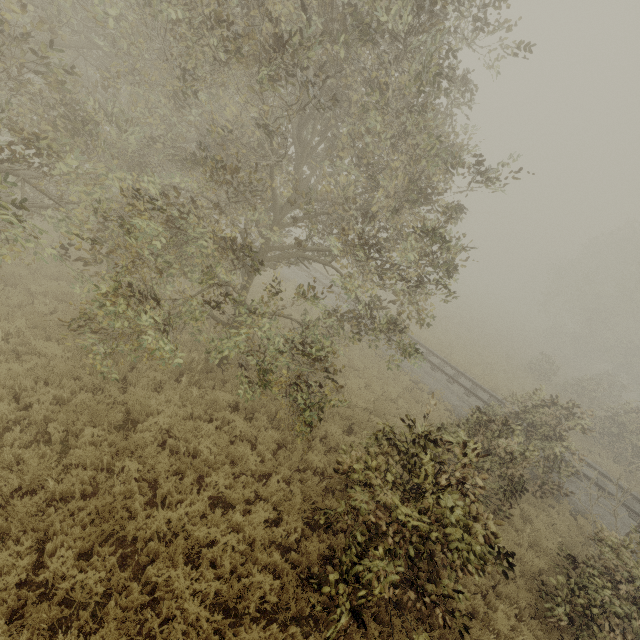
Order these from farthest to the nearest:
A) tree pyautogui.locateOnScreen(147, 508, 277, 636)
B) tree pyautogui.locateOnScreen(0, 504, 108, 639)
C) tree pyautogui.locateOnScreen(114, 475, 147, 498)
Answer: tree pyautogui.locateOnScreen(114, 475, 147, 498)
tree pyautogui.locateOnScreen(147, 508, 277, 636)
tree pyautogui.locateOnScreen(0, 504, 108, 639)

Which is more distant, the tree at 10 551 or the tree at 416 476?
the tree at 416 476

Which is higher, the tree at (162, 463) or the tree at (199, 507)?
the tree at (162, 463)

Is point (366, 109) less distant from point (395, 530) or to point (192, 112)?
point (192, 112)

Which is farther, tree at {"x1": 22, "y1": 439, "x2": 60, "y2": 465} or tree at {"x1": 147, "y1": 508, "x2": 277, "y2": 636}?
tree at {"x1": 22, "y1": 439, "x2": 60, "y2": 465}

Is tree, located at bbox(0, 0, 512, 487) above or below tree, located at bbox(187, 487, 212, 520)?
above
